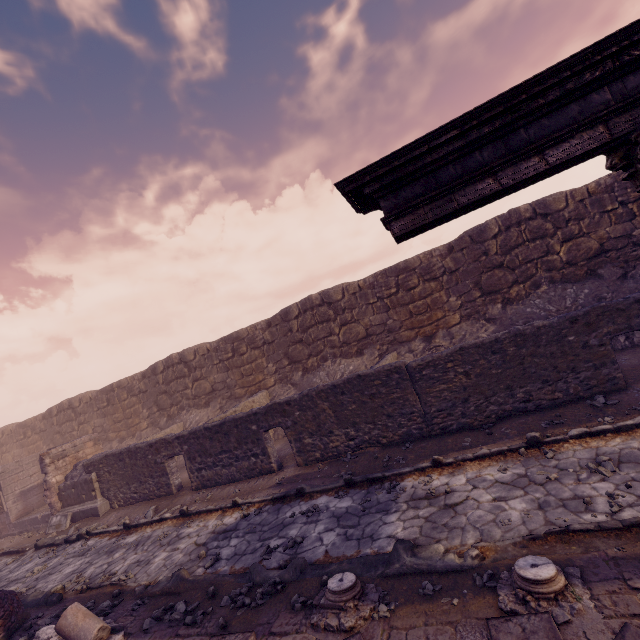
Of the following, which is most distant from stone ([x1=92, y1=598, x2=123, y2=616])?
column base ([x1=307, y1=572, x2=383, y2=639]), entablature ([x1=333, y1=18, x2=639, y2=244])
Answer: entablature ([x1=333, y1=18, x2=639, y2=244])

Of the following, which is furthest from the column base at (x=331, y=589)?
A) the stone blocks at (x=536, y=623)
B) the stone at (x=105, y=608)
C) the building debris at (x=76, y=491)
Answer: the building debris at (x=76, y=491)

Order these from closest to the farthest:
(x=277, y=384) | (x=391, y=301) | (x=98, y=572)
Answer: (x=98, y=572) < (x=391, y=301) < (x=277, y=384)

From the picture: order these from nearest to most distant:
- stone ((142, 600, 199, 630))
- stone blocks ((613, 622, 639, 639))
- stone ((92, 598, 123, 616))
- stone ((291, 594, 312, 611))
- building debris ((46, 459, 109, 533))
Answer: stone blocks ((613, 622, 639, 639)) < stone ((291, 594, 312, 611)) < stone ((142, 600, 199, 630)) < stone ((92, 598, 123, 616)) < building debris ((46, 459, 109, 533))

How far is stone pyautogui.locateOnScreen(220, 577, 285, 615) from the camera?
4.39m

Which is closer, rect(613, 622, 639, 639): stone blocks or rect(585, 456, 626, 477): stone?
rect(613, 622, 639, 639): stone blocks

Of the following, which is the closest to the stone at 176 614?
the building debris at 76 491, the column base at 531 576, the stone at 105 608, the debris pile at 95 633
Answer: the debris pile at 95 633

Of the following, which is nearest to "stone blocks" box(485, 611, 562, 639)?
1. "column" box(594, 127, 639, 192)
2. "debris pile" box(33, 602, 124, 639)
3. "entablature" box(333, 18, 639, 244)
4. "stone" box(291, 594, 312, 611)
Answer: "stone" box(291, 594, 312, 611)
